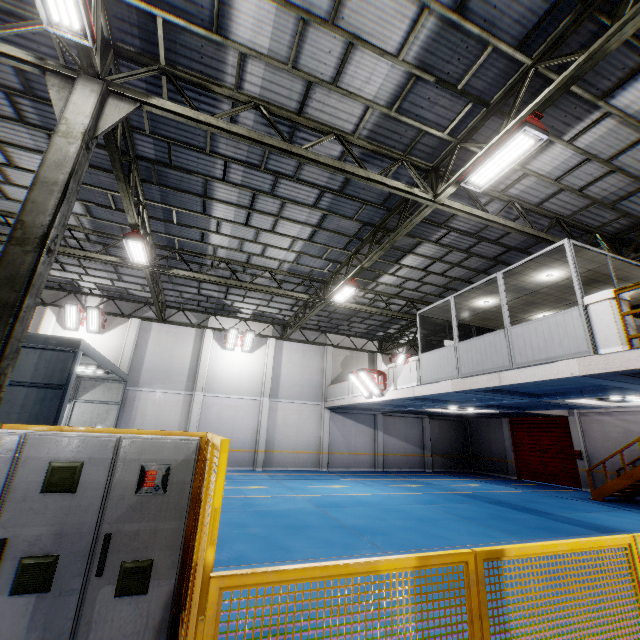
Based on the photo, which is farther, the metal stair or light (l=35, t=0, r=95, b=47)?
the metal stair

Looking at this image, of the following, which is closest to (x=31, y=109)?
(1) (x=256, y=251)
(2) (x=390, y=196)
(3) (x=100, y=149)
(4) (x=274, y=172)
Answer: (3) (x=100, y=149)

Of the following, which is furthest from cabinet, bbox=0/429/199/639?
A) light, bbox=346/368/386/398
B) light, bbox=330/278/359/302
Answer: light, bbox=346/368/386/398

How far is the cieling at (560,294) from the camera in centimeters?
902cm

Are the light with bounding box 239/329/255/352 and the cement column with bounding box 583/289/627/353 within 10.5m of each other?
no

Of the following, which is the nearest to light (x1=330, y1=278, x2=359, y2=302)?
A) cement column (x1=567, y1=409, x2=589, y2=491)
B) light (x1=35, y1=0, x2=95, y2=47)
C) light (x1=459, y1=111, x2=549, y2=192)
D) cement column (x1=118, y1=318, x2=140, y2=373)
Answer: light (x1=459, y1=111, x2=549, y2=192)

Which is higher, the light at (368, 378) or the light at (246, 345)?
the light at (246, 345)

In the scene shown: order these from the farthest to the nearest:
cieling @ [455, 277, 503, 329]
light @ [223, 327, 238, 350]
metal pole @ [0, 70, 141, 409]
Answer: light @ [223, 327, 238, 350], cieling @ [455, 277, 503, 329], metal pole @ [0, 70, 141, 409]
